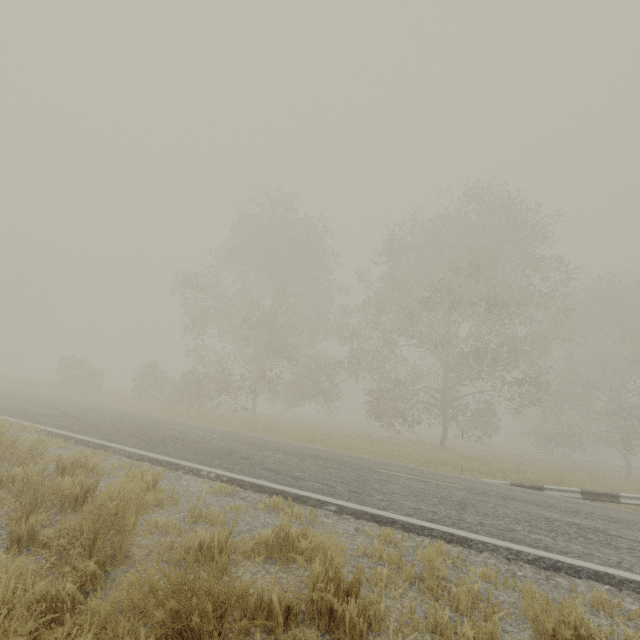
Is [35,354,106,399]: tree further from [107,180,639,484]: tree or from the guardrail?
the guardrail

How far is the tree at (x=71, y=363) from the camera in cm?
2172

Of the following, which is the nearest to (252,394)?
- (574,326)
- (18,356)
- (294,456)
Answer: (294,456)

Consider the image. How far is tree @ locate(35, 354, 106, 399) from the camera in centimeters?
2172cm

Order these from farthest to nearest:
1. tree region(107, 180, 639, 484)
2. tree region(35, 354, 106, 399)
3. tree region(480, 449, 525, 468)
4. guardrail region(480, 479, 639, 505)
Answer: tree region(35, 354, 106, 399) → tree region(107, 180, 639, 484) → tree region(480, 449, 525, 468) → guardrail region(480, 479, 639, 505)

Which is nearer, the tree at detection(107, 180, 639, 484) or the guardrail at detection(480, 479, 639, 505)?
the guardrail at detection(480, 479, 639, 505)

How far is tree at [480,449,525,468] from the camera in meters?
16.9

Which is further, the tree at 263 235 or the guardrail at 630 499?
Answer: the tree at 263 235
